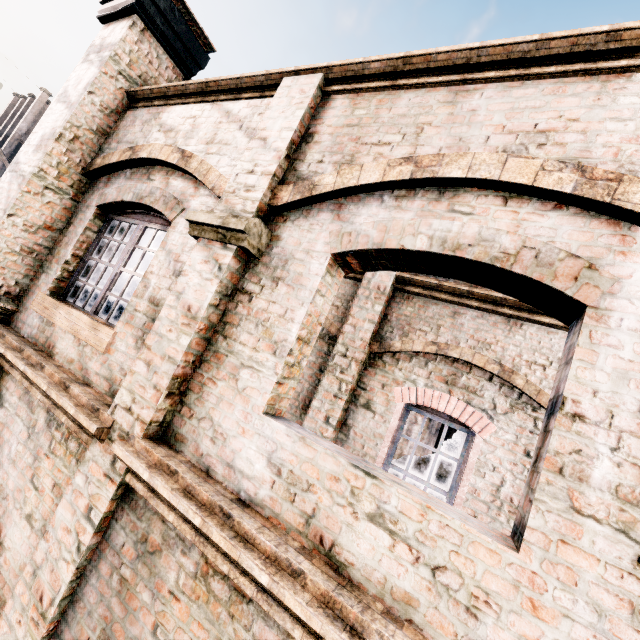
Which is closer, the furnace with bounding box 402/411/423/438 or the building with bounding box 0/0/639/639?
the building with bounding box 0/0/639/639

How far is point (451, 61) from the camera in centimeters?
302cm

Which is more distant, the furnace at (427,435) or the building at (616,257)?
the furnace at (427,435)

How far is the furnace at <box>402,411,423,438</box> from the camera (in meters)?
19.55
